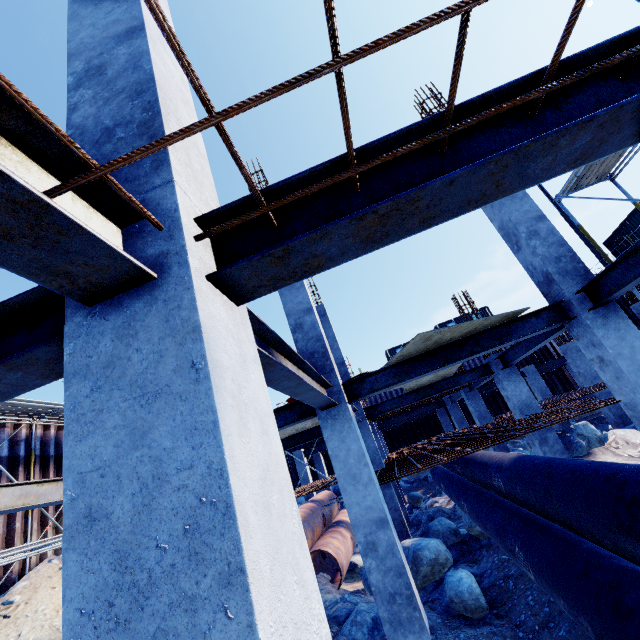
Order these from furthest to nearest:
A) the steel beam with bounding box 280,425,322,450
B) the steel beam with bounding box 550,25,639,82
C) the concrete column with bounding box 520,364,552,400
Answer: the concrete column with bounding box 520,364,552,400, the steel beam with bounding box 280,425,322,450, the steel beam with bounding box 550,25,639,82

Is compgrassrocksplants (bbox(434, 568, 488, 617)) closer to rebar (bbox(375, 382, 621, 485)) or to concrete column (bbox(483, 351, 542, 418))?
rebar (bbox(375, 382, 621, 485))

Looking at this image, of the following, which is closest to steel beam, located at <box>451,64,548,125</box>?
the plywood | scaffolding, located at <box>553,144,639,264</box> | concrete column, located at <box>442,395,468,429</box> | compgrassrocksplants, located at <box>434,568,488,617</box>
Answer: scaffolding, located at <box>553,144,639,264</box>

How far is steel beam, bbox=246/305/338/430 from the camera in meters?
2.8 m

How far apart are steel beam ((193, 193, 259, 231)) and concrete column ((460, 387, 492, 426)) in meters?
14.5 m

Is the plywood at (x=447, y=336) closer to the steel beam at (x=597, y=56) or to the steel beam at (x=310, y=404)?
the steel beam at (x=310, y=404)

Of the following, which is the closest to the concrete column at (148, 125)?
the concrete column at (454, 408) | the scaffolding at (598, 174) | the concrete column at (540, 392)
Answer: the scaffolding at (598, 174)

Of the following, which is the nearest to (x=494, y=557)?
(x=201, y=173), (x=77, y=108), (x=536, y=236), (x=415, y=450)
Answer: (x=415, y=450)
